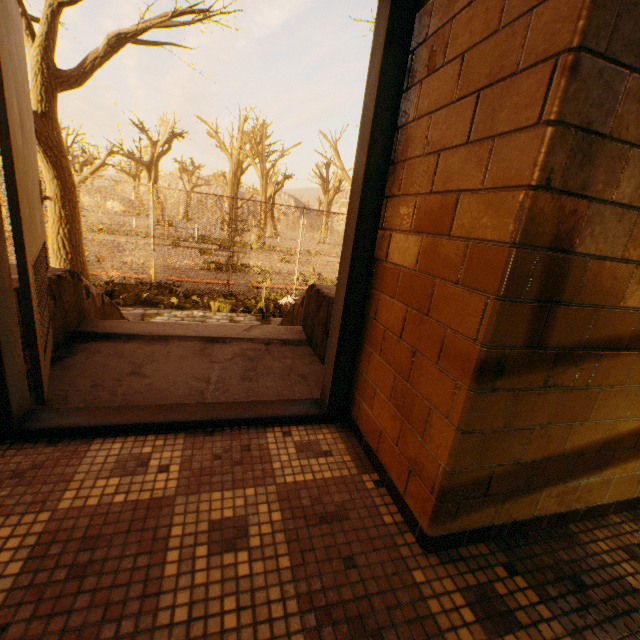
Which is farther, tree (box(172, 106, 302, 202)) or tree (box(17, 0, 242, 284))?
tree (box(172, 106, 302, 202))

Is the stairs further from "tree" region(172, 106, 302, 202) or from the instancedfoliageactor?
"tree" region(172, 106, 302, 202)

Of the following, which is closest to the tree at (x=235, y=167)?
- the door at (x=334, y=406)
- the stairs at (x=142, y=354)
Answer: the stairs at (x=142, y=354)

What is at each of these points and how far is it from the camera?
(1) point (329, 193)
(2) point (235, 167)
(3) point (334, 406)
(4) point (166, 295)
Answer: (1) tree, 54.6 meters
(2) tree, 27.6 meters
(3) door, 1.9 meters
(4) instancedfoliageactor, 8.6 meters

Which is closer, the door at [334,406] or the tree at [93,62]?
the door at [334,406]

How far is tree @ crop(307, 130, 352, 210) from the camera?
26.7 meters

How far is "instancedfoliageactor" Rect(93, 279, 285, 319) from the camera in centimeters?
817cm

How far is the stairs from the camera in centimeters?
201cm
